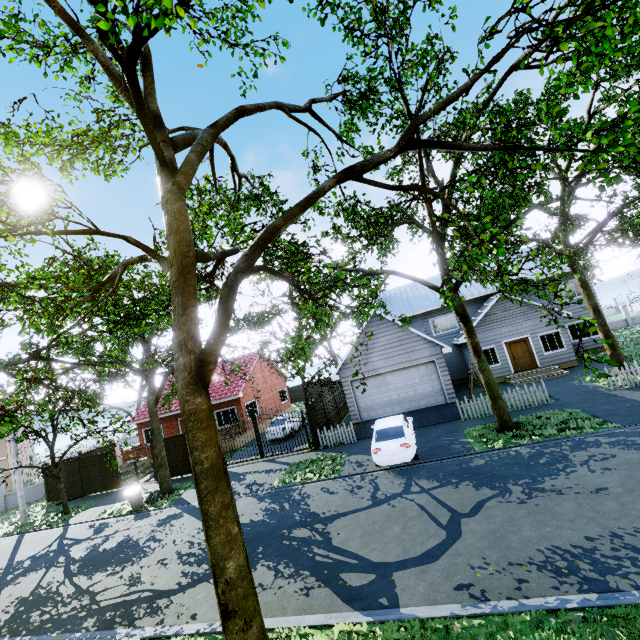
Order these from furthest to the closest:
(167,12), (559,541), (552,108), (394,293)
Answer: (394,293) → (552,108) → (559,541) → (167,12)

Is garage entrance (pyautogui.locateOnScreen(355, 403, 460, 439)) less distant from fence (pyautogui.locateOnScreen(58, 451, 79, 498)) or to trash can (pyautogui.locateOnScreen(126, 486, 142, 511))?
fence (pyautogui.locateOnScreen(58, 451, 79, 498))

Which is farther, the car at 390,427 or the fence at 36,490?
the fence at 36,490

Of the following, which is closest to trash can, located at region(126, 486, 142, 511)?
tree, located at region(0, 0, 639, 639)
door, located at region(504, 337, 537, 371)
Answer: tree, located at region(0, 0, 639, 639)

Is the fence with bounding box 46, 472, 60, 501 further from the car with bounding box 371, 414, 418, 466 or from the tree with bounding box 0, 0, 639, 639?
the car with bounding box 371, 414, 418, 466

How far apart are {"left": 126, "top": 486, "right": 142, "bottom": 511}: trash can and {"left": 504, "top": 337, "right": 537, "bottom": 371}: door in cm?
2298

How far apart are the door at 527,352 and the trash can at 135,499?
23.0 meters

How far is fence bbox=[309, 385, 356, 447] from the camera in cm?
1719
